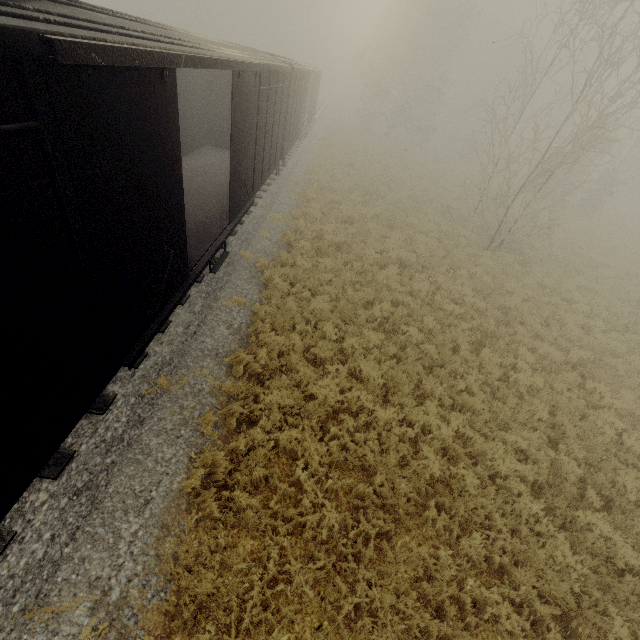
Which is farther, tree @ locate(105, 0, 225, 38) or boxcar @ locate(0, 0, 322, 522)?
tree @ locate(105, 0, 225, 38)

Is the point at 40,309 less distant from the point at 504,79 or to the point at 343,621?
the point at 343,621

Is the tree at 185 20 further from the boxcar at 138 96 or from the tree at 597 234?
the boxcar at 138 96

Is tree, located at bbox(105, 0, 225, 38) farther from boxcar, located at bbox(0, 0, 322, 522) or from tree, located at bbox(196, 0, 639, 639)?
boxcar, located at bbox(0, 0, 322, 522)

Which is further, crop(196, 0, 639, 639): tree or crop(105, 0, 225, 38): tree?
crop(105, 0, 225, 38): tree

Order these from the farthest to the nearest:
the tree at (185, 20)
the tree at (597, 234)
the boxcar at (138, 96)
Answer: the tree at (185, 20)
the tree at (597, 234)
the boxcar at (138, 96)
